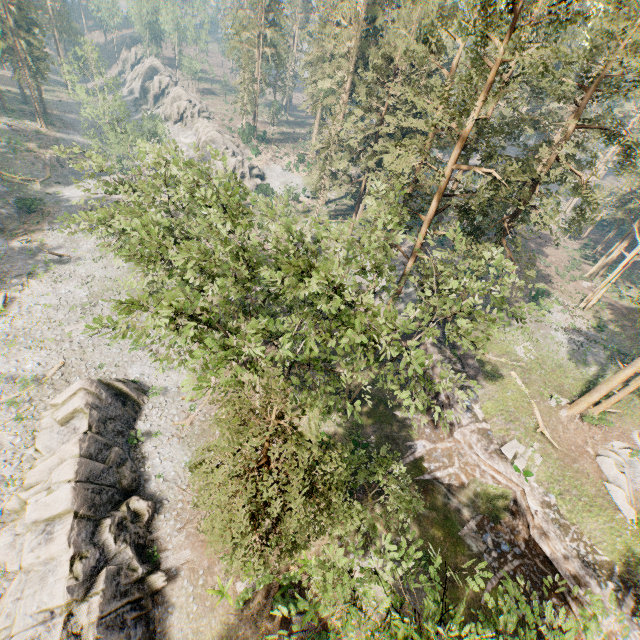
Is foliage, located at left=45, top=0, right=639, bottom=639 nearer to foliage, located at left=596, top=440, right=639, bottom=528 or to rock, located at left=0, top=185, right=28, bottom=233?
foliage, located at left=596, top=440, right=639, bottom=528

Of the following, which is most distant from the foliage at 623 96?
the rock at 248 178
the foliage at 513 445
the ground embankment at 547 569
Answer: the rock at 248 178

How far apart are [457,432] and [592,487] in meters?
10.0 m

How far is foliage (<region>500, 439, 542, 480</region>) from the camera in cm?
2412

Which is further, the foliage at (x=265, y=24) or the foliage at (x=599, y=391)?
the foliage at (x=265, y=24)

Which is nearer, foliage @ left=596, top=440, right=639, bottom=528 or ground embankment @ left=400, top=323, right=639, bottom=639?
ground embankment @ left=400, top=323, right=639, bottom=639

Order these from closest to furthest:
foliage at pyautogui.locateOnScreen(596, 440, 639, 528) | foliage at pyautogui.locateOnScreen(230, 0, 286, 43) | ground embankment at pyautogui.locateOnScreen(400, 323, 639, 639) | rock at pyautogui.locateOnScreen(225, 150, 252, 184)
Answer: ground embankment at pyautogui.locateOnScreen(400, 323, 639, 639) → foliage at pyautogui.locateOnScreen(596, 440, 639, 528) → foliage at pyautogui.locateOnScreen(230, 0, 286, 43) → rock at pyautogui.locateOnScreen(225, 150, 252, 184)

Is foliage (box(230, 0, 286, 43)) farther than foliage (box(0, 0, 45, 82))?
Yes
